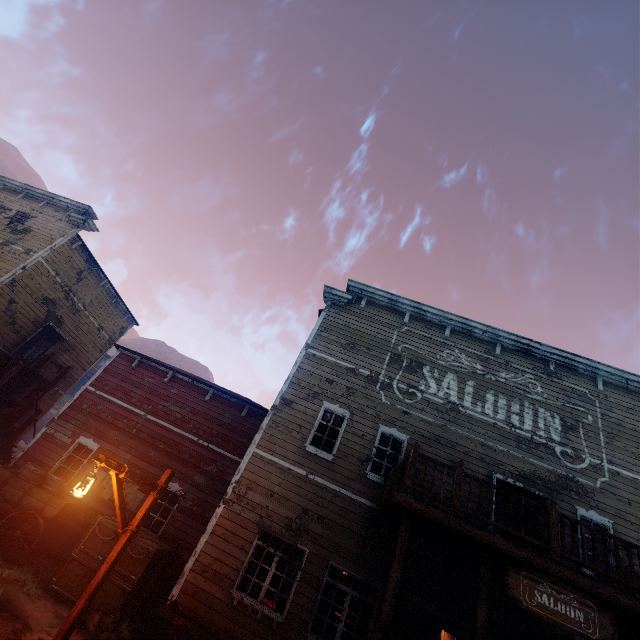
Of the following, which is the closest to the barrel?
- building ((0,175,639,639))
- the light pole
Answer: building ((0,175,639,639))

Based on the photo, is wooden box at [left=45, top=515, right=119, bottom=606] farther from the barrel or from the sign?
the sign

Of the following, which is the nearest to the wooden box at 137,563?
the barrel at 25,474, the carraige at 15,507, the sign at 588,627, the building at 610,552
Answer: the building at 610,552

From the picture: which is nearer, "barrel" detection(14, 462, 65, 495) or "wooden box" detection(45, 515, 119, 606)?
"wooden box" detection(45, 515, 119, 606)

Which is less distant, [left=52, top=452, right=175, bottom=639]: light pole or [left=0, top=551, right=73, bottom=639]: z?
[left=52, top=452, right=175, bottom=639]: light pole

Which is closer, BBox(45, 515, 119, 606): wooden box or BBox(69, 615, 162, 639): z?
BBox(69, 615, 162, 639): z

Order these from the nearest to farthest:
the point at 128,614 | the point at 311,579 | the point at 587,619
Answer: the point at 587,619
the point at 311,579
the point at 128,614

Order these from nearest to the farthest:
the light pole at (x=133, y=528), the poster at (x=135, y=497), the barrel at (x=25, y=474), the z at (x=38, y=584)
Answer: the light pole at (x=133, y=528) → the z at (x=38, y=584) → the barrel at (x=25, y=474) → the poster at (x=135, y=497)
